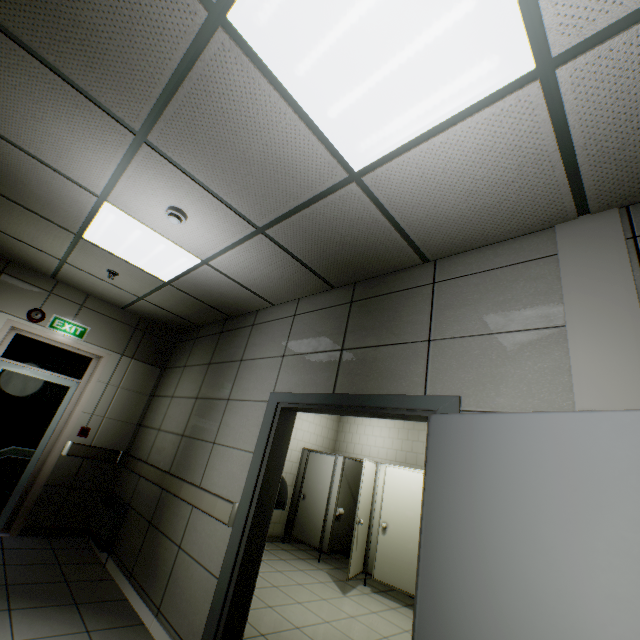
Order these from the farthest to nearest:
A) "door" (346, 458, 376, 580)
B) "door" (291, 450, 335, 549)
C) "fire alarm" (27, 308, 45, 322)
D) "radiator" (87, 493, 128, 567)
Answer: "door" (291, 450, 335, 549), "door" (346, 458, 376, 580), "fire alarm" (27, 308, 45, 322), "radiator" (87, 493, 128, 567)

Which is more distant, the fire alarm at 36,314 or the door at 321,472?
the door at 321,472

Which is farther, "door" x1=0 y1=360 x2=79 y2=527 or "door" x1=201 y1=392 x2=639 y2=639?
"door" x1=0 y1=360 x2=79 y2=527

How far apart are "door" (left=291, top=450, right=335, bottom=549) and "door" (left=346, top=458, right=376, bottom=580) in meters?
1.1

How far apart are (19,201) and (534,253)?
4.5m

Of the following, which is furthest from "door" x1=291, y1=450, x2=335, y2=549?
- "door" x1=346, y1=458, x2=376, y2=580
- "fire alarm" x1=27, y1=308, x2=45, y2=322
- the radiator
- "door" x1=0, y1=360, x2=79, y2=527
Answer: "fire alarm" x1=27, y1=308, x2=45, y2=322

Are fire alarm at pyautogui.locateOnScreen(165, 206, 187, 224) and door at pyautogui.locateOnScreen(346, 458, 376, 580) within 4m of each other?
no

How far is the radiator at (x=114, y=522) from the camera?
4.0 meters
